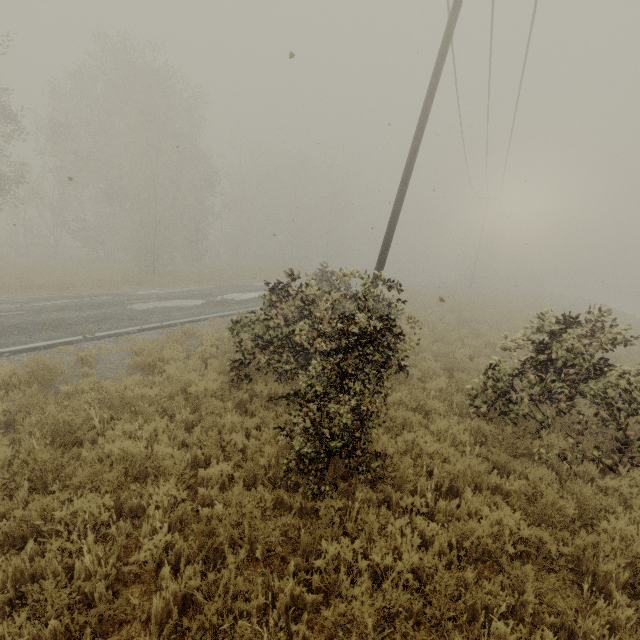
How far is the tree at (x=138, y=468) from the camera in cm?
444

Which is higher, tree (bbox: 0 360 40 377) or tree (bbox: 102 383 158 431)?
tree (bbox: 0 360 40 377)

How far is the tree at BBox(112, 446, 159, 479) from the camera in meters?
4.4

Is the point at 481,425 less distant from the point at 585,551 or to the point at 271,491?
the point at 585,551

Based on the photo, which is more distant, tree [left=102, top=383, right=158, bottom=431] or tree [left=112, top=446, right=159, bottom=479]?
tree [left=102, top=383, right=158, bottom=431]

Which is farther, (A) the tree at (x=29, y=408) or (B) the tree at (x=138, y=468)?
(A) the tree at (x=29, y=408)

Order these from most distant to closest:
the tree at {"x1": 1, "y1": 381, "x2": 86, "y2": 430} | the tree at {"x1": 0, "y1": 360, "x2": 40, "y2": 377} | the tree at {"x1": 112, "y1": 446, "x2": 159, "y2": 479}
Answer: the tree at {"x1": 0, "y1": 360, "x2": 40, "y2": 377}
the tree at {"x1": 1, "y1": 381, "x2": 86, "y2": 430}
the tree at {"x1": 112, "y1": 446, "x2": 159, "y2": 479}
